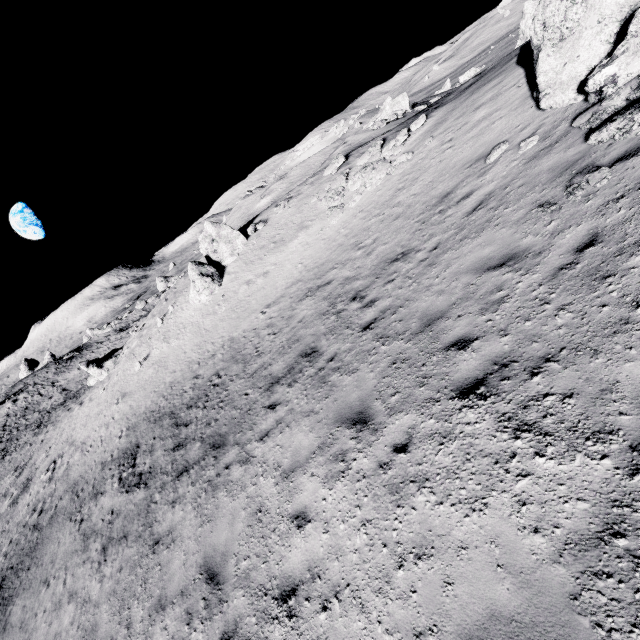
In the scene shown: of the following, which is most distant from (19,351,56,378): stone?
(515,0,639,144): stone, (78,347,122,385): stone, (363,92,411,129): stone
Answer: (515,0,639,144): stone

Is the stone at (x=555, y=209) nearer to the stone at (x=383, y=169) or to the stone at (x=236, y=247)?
the stone at (x=383, y=169)

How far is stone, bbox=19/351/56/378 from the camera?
58.0 meters

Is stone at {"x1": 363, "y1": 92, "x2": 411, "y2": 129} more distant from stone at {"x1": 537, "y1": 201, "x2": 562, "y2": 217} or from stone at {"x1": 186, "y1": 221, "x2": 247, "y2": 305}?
stone at {"x1": 537, "y1": 201, "x2": 562, "y2": 217}

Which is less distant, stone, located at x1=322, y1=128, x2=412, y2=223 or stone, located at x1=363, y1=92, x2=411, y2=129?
stone, located at x1=322, y1=128, x2=412, y2=223

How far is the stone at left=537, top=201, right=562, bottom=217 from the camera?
5.87m

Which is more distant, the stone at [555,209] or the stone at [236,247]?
the stone at [236,247]

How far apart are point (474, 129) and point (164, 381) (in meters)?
19.95
